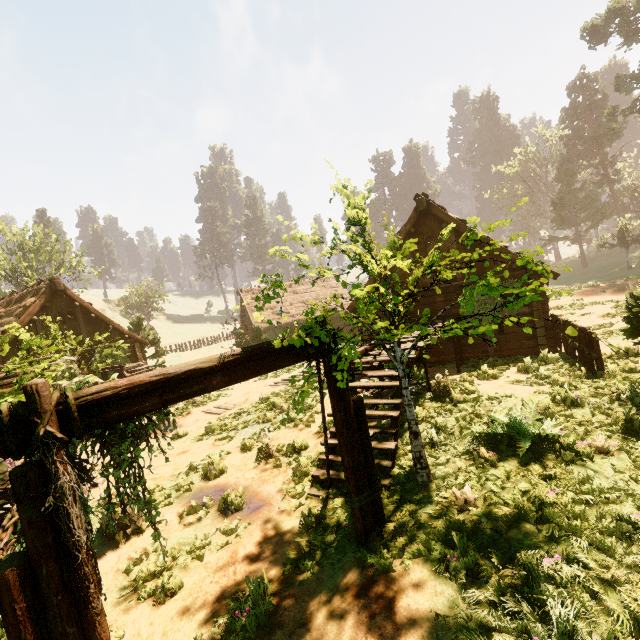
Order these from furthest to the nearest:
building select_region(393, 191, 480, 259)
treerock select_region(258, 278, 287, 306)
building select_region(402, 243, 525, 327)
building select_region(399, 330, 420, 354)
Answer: building select_region(393, 191, 480, 259) < building select_region(402, 243, 525, 327) < building select_region(399, 330, 420, 354) < treerock select_region(258, 278, 287, 306)

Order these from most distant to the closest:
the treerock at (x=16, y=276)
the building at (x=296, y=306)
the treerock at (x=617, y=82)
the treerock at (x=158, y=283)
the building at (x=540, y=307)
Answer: the building at (x=296, y=306) → the treerock at (x=617, y=82) → the treerock at (x=16, y=276) → the treerock at (x=158, y=283) → the building at (x=540, y=307)

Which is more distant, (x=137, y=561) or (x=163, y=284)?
(x=163, y=284)

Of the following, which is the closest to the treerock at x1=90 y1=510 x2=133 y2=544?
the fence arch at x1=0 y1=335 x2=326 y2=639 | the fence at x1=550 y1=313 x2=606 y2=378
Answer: the fence arch at x1=0 y1=335 x2=326 y2=639

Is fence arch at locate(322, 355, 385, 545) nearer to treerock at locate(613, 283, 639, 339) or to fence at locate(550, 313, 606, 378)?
treerock at locate(613, 283, 639, 339)

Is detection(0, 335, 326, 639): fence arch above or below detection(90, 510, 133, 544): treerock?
above

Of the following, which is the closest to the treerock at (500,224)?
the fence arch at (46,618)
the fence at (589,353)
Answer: the fence arch at (46,618)
